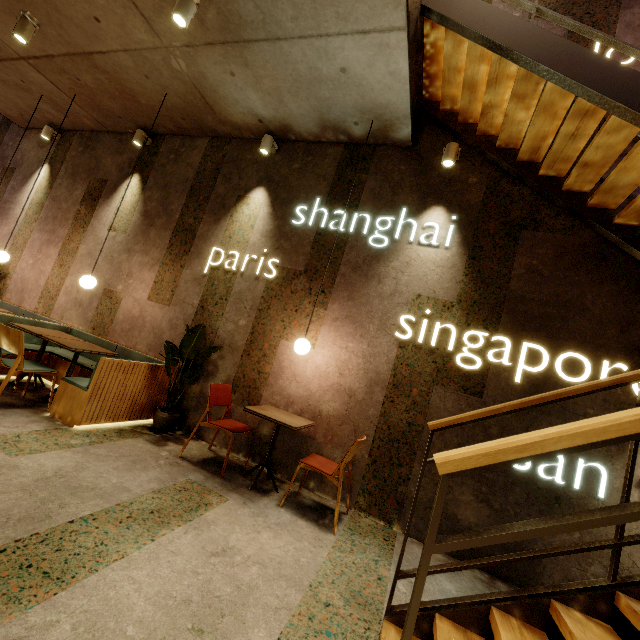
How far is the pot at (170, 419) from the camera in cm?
409

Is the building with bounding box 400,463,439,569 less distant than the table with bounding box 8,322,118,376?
Yes

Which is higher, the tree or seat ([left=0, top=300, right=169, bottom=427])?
the tree

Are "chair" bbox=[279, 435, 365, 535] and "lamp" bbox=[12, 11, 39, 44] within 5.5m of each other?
no

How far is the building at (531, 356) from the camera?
3.4 meters

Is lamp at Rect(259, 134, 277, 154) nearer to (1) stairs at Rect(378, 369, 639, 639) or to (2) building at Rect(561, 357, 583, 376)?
(2) building at Rect(561, 357, 583, 376)

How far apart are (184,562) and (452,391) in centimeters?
288cm

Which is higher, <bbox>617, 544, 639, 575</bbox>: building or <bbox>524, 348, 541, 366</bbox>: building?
<bbox>524, 348, 541, 366</bbox>: building
